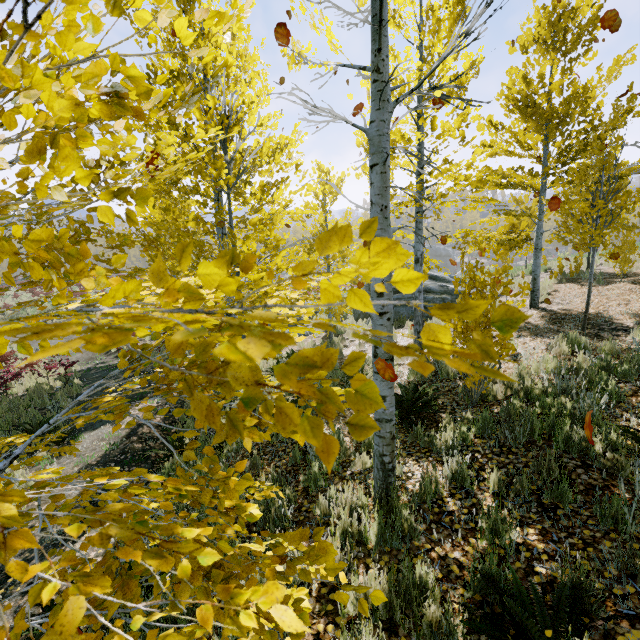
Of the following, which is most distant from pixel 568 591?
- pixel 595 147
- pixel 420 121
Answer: pixel 595 147

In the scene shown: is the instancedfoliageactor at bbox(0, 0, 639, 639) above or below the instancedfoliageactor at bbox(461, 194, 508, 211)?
below

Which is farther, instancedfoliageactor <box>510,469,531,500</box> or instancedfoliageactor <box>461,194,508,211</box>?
instancedfoliageactor <box>461,194,508,211</box>

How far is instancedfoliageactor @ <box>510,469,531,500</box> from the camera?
3.3m

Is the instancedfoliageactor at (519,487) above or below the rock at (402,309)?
below
